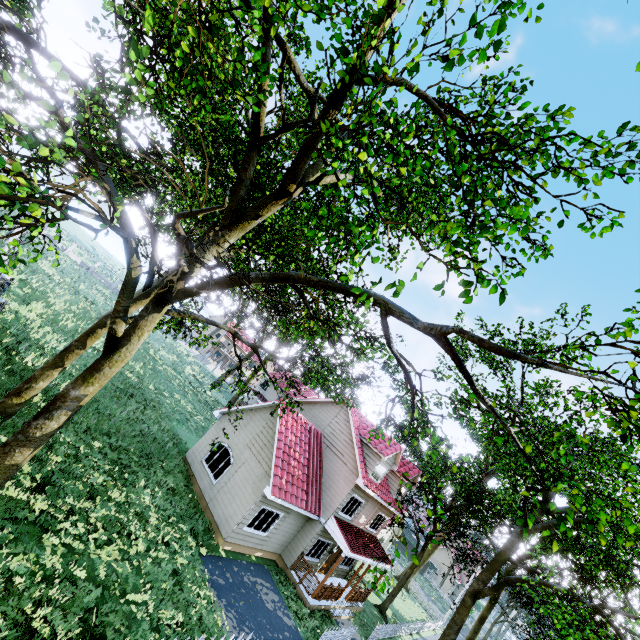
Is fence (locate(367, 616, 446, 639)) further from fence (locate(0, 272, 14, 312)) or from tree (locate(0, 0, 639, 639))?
fence (locate(0, 272, 14, 312))

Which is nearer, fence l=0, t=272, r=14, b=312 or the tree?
the tree

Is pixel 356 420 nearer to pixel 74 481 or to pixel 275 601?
pixel 275 601

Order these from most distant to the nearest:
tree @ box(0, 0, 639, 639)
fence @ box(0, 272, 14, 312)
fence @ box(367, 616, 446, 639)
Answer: fence @ box(367, 616, 446, 639) < fence @ box(0, 272, 14, 312) < tree @ box(0, 0, 639, 639)

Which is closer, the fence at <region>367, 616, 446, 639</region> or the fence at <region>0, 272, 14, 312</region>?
the fence at <region>0, 272, 14, 312</region>

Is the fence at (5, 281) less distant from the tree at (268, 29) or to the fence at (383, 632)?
the tree at (268, 29)

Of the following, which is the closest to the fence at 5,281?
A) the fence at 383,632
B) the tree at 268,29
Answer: the tree at 268,29
